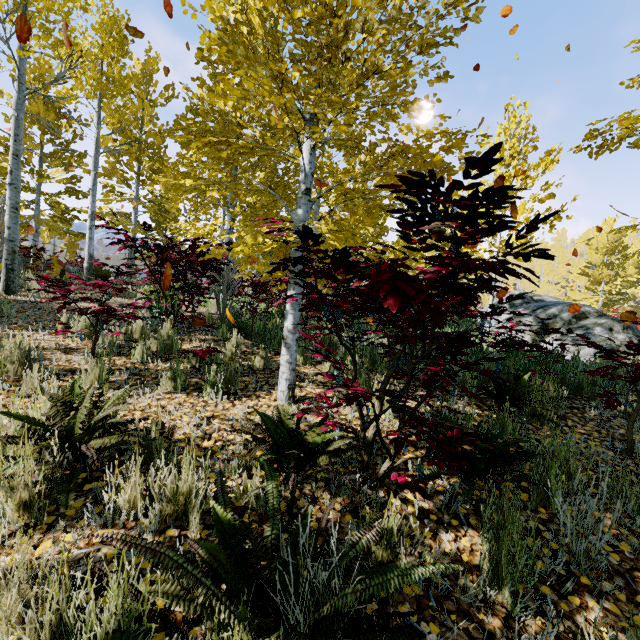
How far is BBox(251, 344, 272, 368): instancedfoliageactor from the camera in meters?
4.6 m

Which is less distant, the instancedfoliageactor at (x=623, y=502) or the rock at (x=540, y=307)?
the instancedfoliageactor at (x=623, y=502)

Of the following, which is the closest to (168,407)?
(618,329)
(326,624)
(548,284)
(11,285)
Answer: (326,624)

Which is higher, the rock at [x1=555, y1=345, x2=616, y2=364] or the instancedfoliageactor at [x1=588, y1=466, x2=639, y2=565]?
the rock at [x1=555, y1=345, x2=616, y2=364]

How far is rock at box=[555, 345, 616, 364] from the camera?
6.02m

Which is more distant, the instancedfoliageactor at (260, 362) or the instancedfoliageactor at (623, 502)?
the instancedfoliageactor at (260, 362)

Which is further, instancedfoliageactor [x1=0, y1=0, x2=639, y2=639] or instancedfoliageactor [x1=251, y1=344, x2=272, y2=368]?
instancedfoliageactor [x1=251, y1=344, x2=272, y2=368]

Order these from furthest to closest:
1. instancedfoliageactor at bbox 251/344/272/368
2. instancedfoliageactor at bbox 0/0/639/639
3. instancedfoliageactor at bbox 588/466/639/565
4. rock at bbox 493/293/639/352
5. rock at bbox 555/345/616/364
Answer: rock at bbox 493/293/639/352
rock at bbox 555/345/616/364
instancedfoliageactor at bbox 251/344/272/368
instancedfoliageactor at bbox 588/466/639/565
instancedfoliageactor at bbox 0/0/639/639
